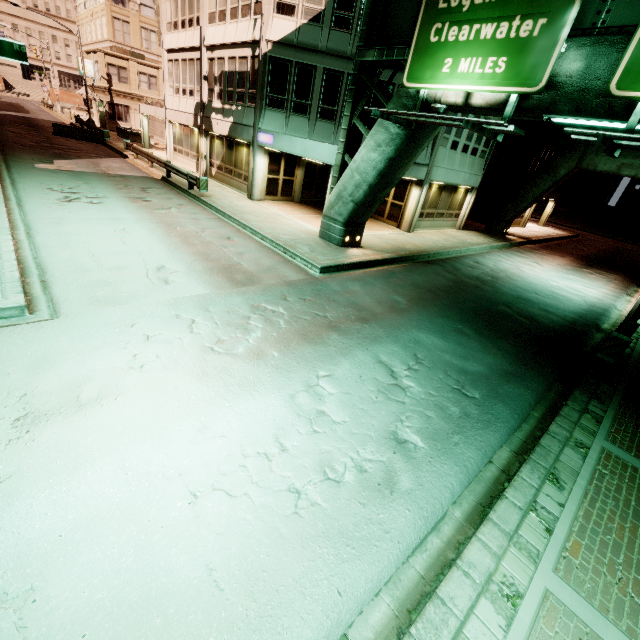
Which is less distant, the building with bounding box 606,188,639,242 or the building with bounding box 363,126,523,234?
the building with bounding box 363,126,523,234

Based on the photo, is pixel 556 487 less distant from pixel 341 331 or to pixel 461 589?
pixel 461 589

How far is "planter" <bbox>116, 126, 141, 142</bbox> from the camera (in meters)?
34.53

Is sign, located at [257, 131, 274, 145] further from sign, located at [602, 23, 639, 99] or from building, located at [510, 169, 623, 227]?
building, located at [510, 169, 623, 227]

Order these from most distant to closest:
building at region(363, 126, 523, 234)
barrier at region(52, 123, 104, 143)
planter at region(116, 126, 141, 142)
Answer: planter at region(116, 126, 141, 142) → barrier at region(52, 123, 104, 143) → building at region(363, 126, 523, 234)

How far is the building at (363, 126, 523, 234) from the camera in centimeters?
1806cm

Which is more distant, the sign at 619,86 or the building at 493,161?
the building at 493,161
